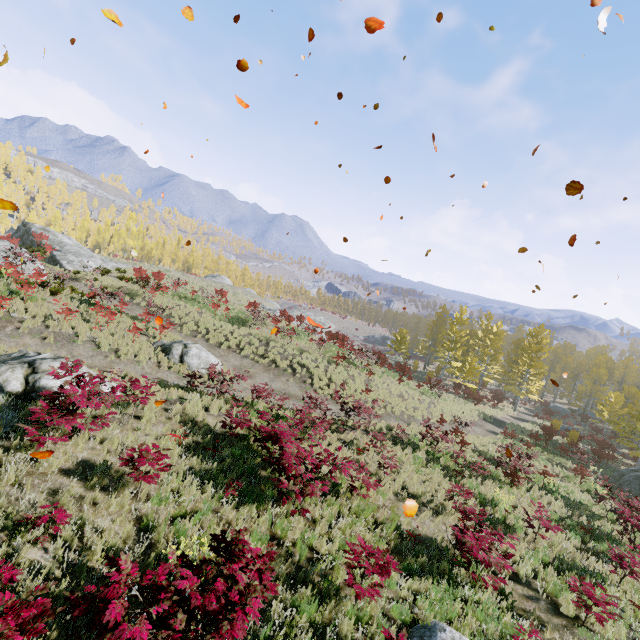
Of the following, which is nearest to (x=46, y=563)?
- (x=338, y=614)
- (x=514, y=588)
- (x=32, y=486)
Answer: (x=32, y=486)

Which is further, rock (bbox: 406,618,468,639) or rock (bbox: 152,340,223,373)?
rock (bbox: 152,340,223,373)

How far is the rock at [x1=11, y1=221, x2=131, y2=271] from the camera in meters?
26.3 m

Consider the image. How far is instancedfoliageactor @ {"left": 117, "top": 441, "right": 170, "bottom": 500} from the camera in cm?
627

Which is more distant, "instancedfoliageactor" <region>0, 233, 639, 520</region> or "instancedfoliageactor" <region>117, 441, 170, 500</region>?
"instancedfoliageactor" <region>0, 233, 639, 520</region>

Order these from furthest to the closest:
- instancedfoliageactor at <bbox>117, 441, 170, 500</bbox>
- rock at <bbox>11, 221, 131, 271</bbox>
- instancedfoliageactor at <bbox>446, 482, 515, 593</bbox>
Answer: rock at <bbox>11, 221, 131, 271</bbox>
instancedfoliageactor at <bbox>446, 482, 515, 593</bbox>
instancedfoliageactor at <bbox>117, 441, 170, 500</bbox>

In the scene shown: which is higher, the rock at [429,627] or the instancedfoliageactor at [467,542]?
the instancedfoliageactor at [467,542]

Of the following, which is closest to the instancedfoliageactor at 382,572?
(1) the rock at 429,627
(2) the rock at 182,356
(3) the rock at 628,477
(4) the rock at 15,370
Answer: (4) the rock at 15,370
